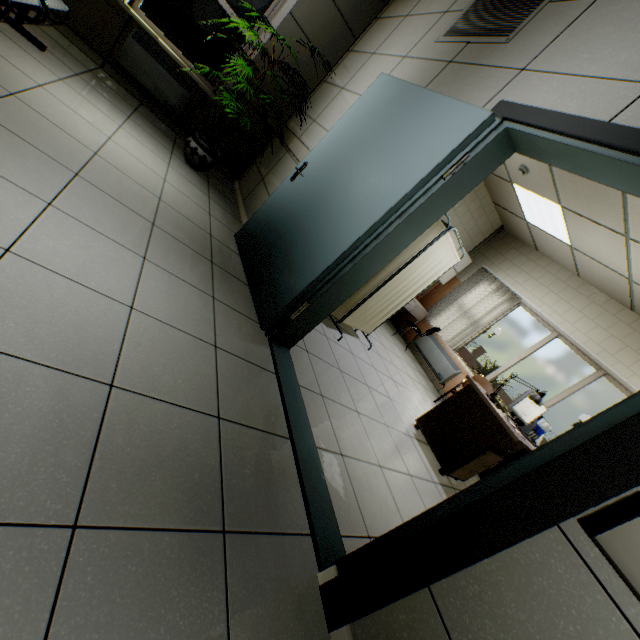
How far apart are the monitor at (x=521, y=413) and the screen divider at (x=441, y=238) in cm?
177

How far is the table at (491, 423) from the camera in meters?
3.3 m

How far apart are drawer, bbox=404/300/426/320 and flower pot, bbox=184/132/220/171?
3.90m

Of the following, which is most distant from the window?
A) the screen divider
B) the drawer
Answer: the drawer

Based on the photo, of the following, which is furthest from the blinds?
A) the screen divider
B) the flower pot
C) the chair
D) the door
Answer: the chair

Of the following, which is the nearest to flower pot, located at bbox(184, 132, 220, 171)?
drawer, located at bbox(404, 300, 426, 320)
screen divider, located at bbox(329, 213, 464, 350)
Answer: screen divider, located at bbox(329, 213, 464, 350)

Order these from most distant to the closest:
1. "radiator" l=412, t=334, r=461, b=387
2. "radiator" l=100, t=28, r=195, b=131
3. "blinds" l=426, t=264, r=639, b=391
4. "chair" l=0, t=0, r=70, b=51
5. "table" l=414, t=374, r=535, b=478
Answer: "radiator" l=412, t=334, r=461, b=387 < "blinds" l=426, t=264, r=639, b=391 < "radiator" l=100, t=28, r=195, b=131 < "table" l=414, t=374, r=535, b=478 < "chair" l=0, t=0, r=70, b=51

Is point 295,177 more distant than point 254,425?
Yes
